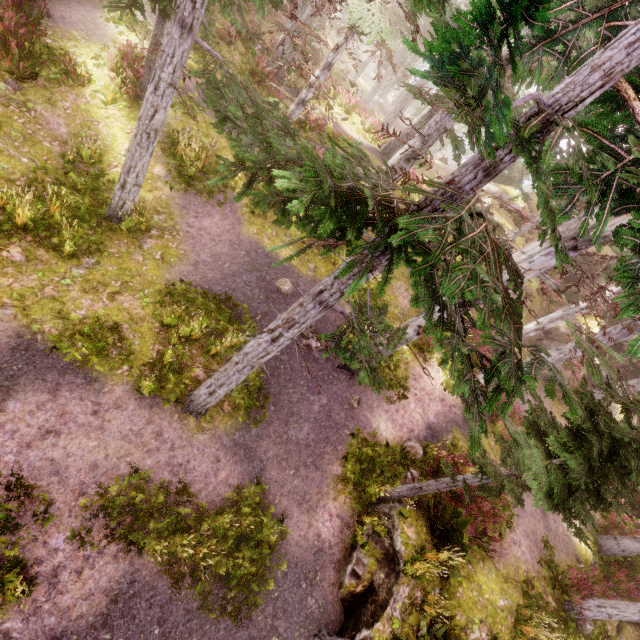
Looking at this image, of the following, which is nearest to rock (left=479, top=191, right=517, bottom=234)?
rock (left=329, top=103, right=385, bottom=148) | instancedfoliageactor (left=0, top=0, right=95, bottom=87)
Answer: Answer: instancedfoliageactor (left=0, top=0, right=95, bottom=87)

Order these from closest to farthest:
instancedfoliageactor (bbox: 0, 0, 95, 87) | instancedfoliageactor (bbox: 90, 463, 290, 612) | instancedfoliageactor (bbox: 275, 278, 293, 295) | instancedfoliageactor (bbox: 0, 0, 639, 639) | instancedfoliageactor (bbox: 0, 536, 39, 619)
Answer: instancedfoliageactor (bbox: 0, 0, 639, 639) → instancedfoliageactor (bbox: 0, 536, 39, 619) → instancedfoliageactor (bbox: 90, 463, 290, 612) → instancedfoliageactor (bbox: 0, 0, 95, 87) → instancedfoliageactor (bbox: 275, 278, 293, 295)

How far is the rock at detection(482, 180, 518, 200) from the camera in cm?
2877

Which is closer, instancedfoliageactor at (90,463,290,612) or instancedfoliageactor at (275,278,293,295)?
instancedfoliageactor at (90,463,290,612)

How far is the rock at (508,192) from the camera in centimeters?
2877cm

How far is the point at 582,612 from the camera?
11.56m

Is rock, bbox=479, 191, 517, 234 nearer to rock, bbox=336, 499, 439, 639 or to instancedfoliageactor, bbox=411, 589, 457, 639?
instancedfoliageactor, bbox=411, 589, 457, 639

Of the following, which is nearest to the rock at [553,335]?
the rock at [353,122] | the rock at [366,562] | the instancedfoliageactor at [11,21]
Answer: the instancedfoliageactor at [11,21]
